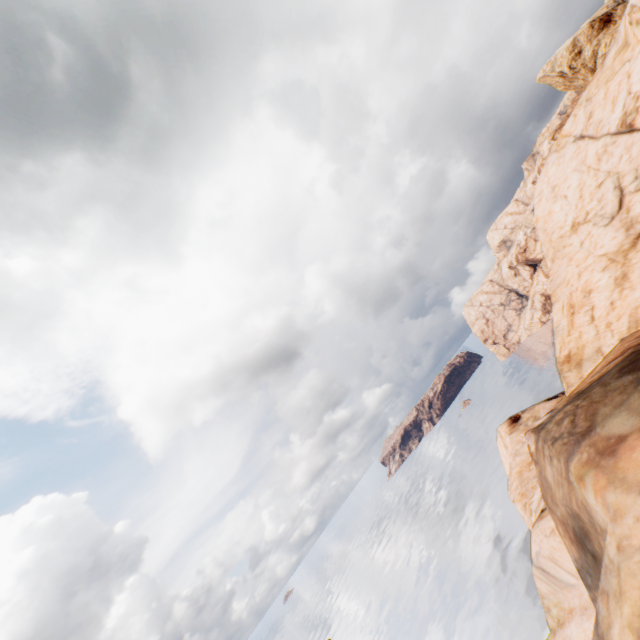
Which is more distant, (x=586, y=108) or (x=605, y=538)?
(x=586, y=108)
